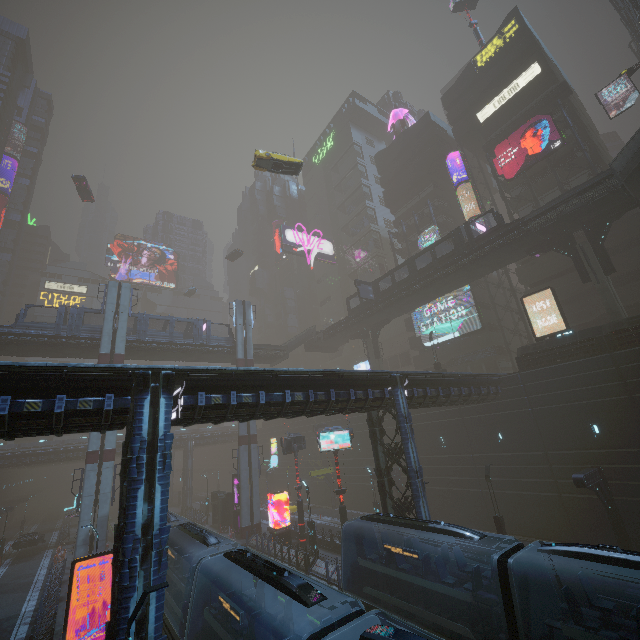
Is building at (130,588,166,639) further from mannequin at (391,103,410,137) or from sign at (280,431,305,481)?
mannequin at (391,103,410,137)

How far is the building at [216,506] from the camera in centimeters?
3882cm

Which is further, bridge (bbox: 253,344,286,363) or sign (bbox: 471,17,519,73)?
bridge (bbox: 253,344,286,363)

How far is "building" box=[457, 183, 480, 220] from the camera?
43.7m

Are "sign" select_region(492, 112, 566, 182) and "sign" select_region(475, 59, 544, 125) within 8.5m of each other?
yes

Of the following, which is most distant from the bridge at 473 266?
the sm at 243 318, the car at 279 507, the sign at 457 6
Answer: the sign at 457 6

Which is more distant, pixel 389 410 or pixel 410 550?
pixel 389 410
